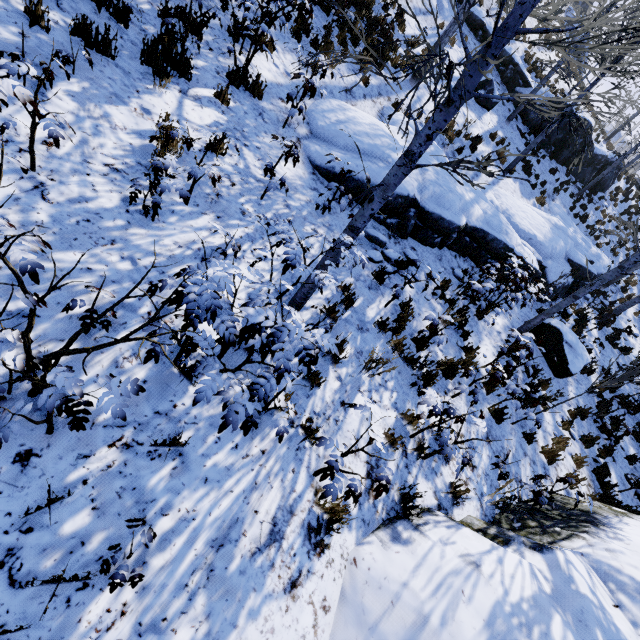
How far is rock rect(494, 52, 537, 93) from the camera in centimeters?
1681cm

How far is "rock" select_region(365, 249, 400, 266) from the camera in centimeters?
621cm

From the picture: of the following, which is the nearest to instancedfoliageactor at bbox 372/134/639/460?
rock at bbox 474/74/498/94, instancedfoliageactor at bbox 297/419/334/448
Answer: rock at bbox 474/74/498/94

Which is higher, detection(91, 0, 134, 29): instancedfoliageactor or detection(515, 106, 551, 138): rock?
detection(515, 106, 551, 138): rock

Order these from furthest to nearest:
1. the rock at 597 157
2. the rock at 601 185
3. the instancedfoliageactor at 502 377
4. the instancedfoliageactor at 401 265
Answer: the rock at 601 185 → the rock at 597 157 → the instancedfoliageactor at 401 265 → the instancedfoliageactor at 502 377

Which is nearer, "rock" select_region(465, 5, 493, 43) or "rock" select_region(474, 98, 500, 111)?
"rock" select_region(474, 98, 500, 111)

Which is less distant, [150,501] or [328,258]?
[150,501]

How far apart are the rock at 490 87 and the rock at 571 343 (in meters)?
11.05
